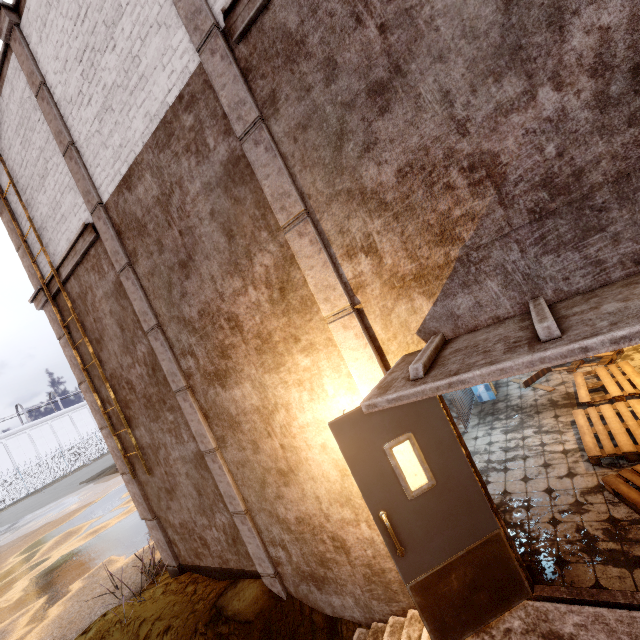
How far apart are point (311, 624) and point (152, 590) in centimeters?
349cm

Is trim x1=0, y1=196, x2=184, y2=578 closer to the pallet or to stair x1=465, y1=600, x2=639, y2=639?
stair x1=465, y1=600, x2=639, y2=639

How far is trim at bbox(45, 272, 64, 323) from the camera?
5.96m

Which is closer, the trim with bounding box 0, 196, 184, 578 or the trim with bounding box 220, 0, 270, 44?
the trim with bounding box 220, 0, 270, 44

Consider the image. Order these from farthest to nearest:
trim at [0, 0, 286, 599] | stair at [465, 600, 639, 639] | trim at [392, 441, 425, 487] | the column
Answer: the column
trim at [0, 0, 286, 599]
trim at [392, 441, 425, 487]
stair at [465, 600, 639, 639]

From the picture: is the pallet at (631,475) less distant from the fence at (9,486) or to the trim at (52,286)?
the trim at (52,286)

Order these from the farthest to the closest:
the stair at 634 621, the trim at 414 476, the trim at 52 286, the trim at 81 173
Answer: the trim at 52 286 < the trim at 81 173 < the trim at 414 476 < the stair at 634 621
